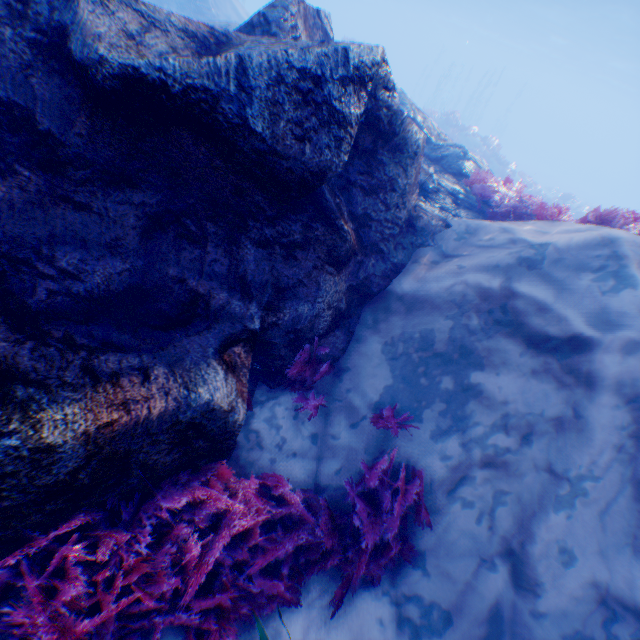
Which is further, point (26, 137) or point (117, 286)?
point (117, 286)

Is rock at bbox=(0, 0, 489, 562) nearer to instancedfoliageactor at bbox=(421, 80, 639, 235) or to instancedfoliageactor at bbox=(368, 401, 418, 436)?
instancedfoliageactor at bbox=(421, 80, 639, 235)

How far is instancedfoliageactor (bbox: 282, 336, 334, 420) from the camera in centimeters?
393cm

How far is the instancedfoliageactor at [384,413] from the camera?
3.8 meters

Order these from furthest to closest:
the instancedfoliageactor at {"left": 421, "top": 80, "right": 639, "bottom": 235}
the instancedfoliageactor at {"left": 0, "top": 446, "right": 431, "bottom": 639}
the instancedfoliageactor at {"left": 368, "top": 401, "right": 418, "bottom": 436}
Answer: the instancedfoliageactor at {"left": 421, "top": 80, "right": 639, "bottom": 235}, the instancedfoliageactor at {"left": 368, "top": 401, "right": 418, "bottom": 436}, the instancedfoliageactor at {"left": 0, "top": 446, "right": 431, "bottom": 639}

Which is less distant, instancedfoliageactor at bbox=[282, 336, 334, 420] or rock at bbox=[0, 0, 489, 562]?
rock at bbox=[0, 0, 489, 562]

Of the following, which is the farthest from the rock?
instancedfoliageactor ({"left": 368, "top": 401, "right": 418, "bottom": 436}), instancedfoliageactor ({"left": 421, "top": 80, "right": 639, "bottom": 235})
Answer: instancedfoliageactor ({"left": 368, "top": 401, "right": 418, "bottom": 436})

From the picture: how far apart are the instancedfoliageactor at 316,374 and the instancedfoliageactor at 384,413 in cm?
48
